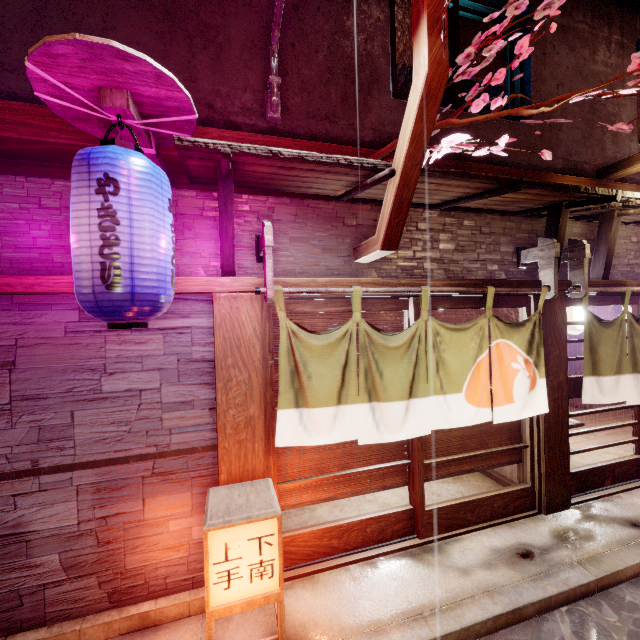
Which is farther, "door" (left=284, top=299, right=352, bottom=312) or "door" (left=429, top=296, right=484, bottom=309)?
"door" (left=429, top=296, right=484, bottom=309)

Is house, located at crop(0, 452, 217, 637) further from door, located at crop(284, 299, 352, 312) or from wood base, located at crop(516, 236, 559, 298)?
wood base, located at crop(516, 236, 559, 298)

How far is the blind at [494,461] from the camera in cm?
710

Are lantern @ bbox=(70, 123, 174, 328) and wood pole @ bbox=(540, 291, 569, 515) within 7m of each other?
no

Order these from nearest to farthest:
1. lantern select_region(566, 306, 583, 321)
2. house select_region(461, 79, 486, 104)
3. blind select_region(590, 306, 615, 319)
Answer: house select_region(461, 79, 486, 104), lantern select_region(566, 306, 583, 321), blind select_region(590, 306, 615, 319)

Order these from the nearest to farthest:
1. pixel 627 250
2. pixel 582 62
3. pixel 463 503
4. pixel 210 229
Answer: pixel 210 229, pixel 463 503, pixel 582 62, pixel 627 250

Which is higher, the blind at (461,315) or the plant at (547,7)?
the plant at (547,7)

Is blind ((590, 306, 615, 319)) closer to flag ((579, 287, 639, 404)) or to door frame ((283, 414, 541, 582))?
flag ((579, 287, 639, 404))
